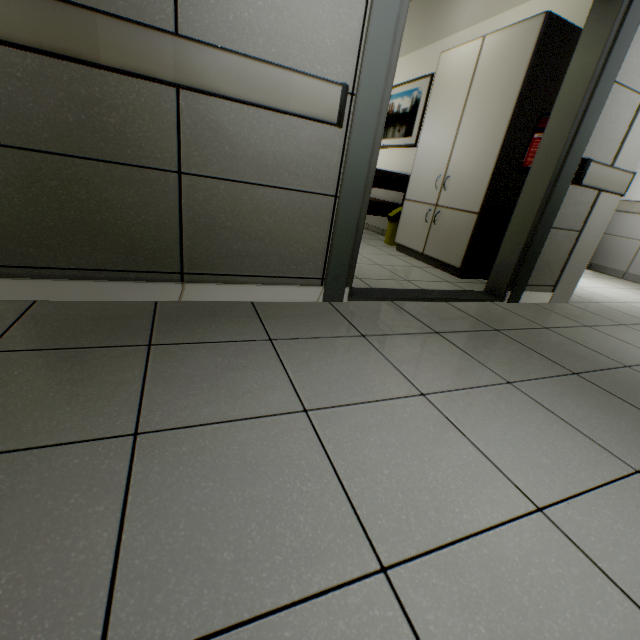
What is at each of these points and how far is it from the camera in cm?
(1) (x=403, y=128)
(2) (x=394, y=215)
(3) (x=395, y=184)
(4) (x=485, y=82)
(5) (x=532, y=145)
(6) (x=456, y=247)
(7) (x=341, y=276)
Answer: (1) picture, 492
(2) garbage can, 439
(3) sofa, 452
(4) cabinet, 292
(5) fire extinguisher, 255
(6) laboratory table, 326
(7) door, 203

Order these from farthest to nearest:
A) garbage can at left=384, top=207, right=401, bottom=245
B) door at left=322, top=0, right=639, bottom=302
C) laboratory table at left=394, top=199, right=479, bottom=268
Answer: garbage can at left=384, top=207, right=401, bottom=245
laboratory table at left=394, top=199, right=479, bottom=268
door at left=322, top=0, right=639, bottom=302

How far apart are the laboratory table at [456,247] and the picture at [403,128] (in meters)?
1.28

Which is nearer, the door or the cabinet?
the door

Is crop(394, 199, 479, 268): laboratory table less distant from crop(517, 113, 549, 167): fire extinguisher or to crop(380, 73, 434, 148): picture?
crop(517, 113, 549, 167): fire extinguisher

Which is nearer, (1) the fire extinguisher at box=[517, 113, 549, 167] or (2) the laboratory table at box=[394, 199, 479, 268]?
(1) the fire extinguisher at box=[517, 113, 549, 167]

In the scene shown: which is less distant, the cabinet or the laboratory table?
the cabinet

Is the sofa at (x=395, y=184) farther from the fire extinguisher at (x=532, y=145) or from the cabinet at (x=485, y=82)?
the fire extinguisher at (x=532, y=145)
